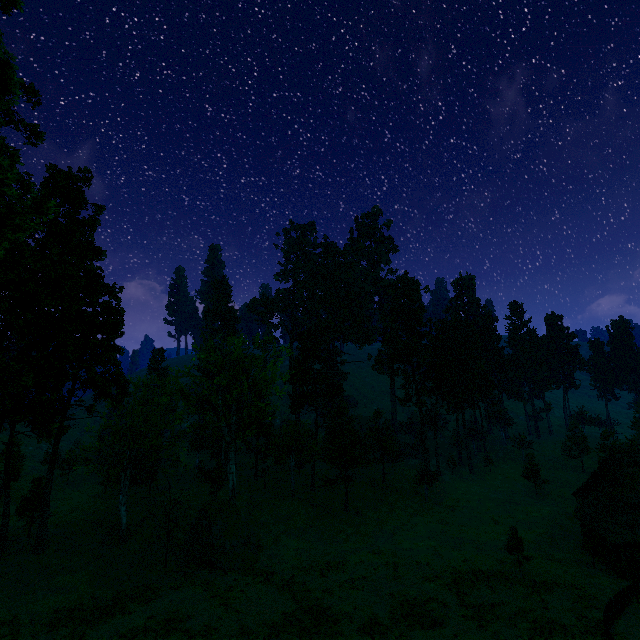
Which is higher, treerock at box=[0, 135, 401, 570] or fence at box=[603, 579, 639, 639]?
treerock at box=[0, 135, 401, 570]

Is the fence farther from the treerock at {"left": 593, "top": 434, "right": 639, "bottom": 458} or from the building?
the treerock at {"left": 593, "top": 434, "right": 639, "bottom": 458}

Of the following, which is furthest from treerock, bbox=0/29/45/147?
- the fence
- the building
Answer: the fence

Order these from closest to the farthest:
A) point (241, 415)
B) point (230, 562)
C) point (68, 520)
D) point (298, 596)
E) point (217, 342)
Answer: point (298, 596)
point (230, 562)
point (68, 520)
point (241, 415)
point (217, 342)

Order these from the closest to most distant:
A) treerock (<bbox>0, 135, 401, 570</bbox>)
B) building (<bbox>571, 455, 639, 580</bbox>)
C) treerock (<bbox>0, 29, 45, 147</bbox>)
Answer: treerock (<bbox>0, 29, 45, 147</bbox>) < treerock (<bbox>0, 135, 401, 570</bbox>) < building (<bbox>571, 455, 639, 580</bbox>)

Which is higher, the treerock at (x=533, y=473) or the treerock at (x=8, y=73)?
the treerock at (x=8, y=73)

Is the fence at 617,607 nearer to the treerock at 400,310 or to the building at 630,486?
the building at 630,486
